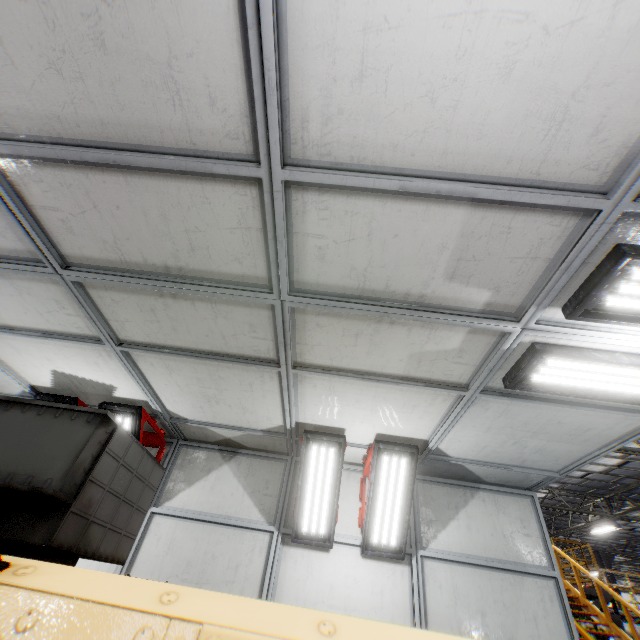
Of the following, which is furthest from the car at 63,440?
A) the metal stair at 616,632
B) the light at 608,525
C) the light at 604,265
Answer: the light at 608,525

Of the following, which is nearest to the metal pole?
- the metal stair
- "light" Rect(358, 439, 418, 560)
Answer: the metal stair

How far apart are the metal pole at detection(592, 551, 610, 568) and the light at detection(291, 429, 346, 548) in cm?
2826

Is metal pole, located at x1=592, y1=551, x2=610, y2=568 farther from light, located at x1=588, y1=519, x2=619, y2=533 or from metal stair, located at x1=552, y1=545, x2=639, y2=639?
metal stair, located at x1=552, y1=545, x2=639, y2=639

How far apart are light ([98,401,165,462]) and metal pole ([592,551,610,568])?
30.37m

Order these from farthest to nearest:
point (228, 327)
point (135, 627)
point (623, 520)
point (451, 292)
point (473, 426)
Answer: point (623, 520) < point (473, 426) < point (228, 327) < point (451, 292) < point (135, 627)

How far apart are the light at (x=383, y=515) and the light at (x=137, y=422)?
3.31m

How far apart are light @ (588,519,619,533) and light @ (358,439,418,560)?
19.7 meters
